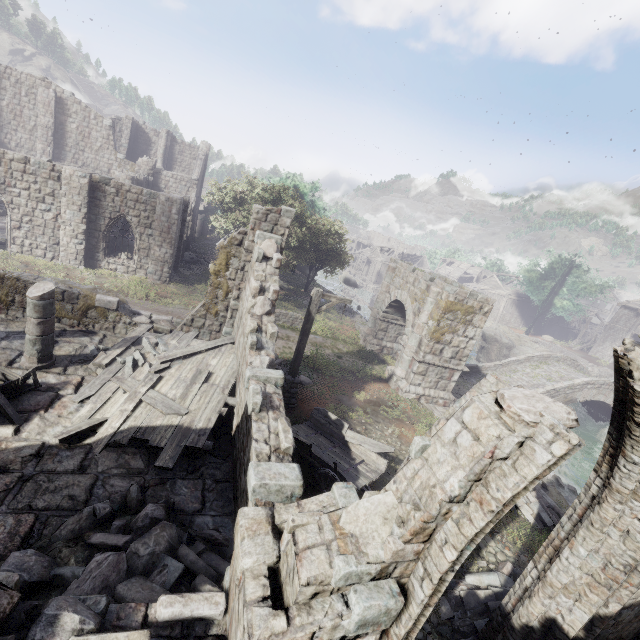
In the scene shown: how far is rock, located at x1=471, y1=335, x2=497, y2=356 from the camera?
40.8m

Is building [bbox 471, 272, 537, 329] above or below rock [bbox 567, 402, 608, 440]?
above

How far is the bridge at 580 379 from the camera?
21.7 meters

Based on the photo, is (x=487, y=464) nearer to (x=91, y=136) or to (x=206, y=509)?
(x=206, y=509)

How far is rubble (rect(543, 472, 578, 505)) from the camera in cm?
1409

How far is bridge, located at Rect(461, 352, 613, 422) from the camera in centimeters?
2169cm

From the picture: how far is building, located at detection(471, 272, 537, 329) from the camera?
54.6 meters

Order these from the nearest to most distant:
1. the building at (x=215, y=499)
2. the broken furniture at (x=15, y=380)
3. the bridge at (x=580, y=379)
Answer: the building at (x=215, y=499)
the broken furniture at (x=15, y=380)
the bridge at (x=580, y=379)
